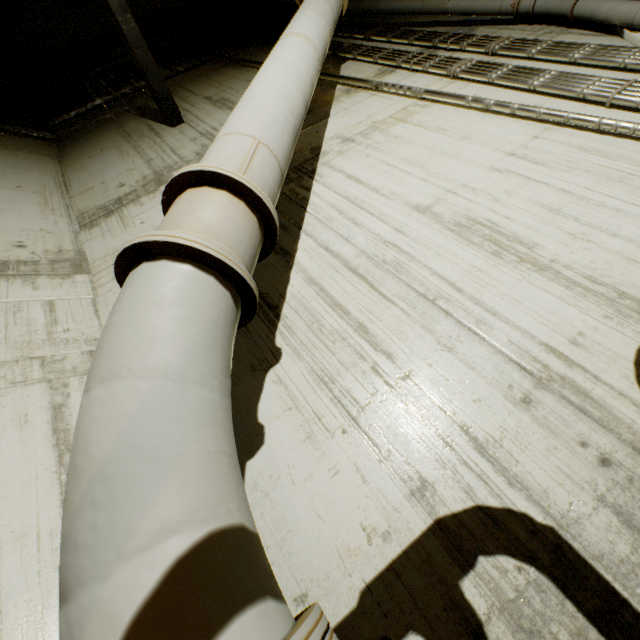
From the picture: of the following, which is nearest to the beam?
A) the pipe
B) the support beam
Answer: the pipe

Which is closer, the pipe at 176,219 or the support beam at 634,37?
the pipe at 176,219

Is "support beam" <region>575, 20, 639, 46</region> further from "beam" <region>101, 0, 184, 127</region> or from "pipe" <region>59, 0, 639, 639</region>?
"beam" <region>101, 0, 184, 127</region>

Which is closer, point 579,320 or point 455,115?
point 579,320

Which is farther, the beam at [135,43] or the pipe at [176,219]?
the beam at [135,43]

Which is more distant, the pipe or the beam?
the beam
